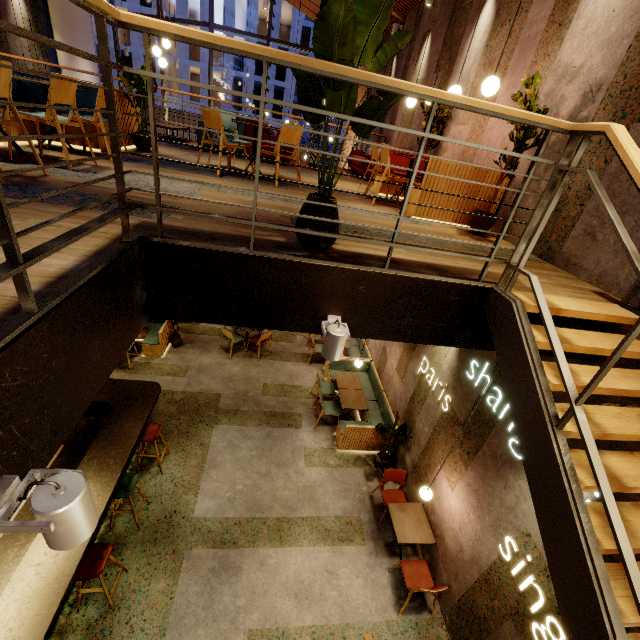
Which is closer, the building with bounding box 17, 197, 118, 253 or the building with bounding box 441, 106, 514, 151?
the building with bounding box 17, 197, 118, 253

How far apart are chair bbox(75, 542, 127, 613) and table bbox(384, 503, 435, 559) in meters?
4.1 m

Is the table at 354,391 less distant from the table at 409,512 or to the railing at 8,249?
the table at 409,512

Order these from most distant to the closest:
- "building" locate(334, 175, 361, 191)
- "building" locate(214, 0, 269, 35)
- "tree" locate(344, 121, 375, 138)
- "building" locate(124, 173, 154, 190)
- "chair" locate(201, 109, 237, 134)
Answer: "building" locate(214, 0, 269, 35)
"building" locate(334, 175, 361, 191)
"chair" locate(201, 109, 237, 134)
"building" locate(124, 173, 154, 190)
"tree" locate(344, 121, 375, 138)

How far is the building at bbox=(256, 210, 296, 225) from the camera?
3.09m

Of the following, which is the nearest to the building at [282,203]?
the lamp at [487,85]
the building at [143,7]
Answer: the lamp at [487,85]

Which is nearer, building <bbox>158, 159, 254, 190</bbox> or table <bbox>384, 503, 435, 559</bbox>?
building <bbox>158, 159, 254, 190</bbox>

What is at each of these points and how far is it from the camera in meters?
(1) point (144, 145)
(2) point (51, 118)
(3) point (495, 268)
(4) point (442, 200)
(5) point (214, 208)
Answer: (1) pot, 5.5 m
(2) chair, 3.3 m
(3) building, 3.1 m
(4) seat, 4.5 m
(5) building, 3.1 m
